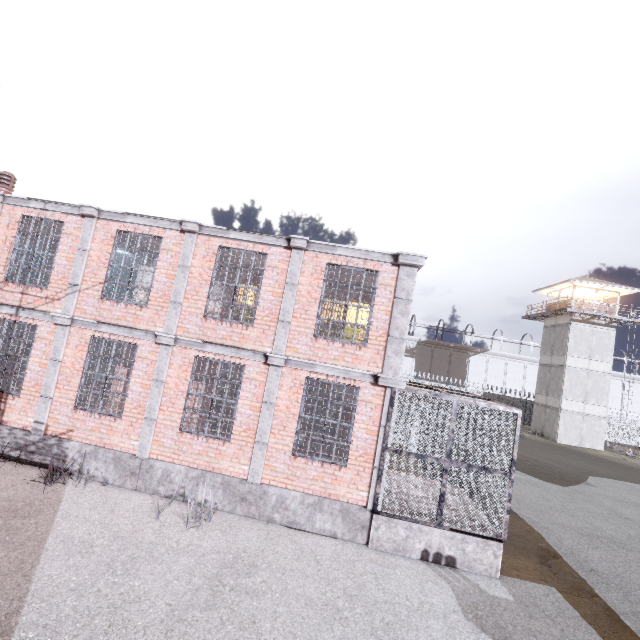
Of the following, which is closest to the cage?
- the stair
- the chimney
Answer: the stair

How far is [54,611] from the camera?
4.6 meters

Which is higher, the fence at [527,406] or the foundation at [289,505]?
the fence at [527,406]

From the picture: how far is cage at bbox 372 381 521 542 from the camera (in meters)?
7.49

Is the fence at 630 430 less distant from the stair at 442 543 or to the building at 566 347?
the building at 566 347

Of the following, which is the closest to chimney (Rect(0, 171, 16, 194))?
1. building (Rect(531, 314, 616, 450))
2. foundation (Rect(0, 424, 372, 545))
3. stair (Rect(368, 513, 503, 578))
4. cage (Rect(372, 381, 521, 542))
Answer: foundation (Rect(0, 424, 372, 545))

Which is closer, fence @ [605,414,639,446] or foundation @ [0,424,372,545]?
foundation @ [0,424,372,545]

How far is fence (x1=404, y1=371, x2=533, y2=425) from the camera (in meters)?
35.09
